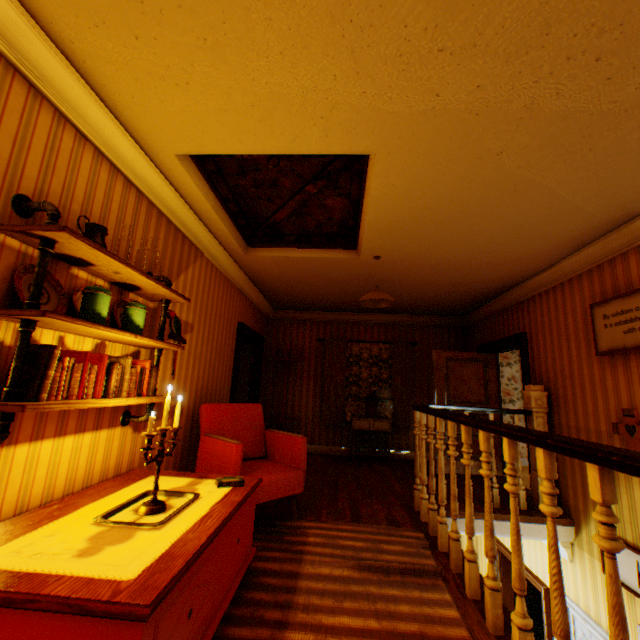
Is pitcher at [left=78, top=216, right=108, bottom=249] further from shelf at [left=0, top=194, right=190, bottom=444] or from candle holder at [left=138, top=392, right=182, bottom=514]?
candle holder at [left=138, top=392, right=182, bottom=514]

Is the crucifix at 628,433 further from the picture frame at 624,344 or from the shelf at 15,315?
the shelf at 15,315

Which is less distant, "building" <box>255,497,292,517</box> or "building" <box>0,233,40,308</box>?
"building" <box>0,233,40,308</box>

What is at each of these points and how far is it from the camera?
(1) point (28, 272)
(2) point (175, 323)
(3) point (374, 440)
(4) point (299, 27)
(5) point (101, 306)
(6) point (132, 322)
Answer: (1) plate, 1.75m
(2) artbird, 3.34m
(3) building, 7.06m
(4) building, 1.62m
(5) jar, 1.94m
(6) jar, 2.28m

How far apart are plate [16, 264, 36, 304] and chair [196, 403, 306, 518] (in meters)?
1.83

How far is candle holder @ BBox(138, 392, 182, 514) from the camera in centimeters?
183cm

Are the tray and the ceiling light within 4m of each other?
yes

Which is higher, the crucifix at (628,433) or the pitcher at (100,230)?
the pitcher at (100,230)
